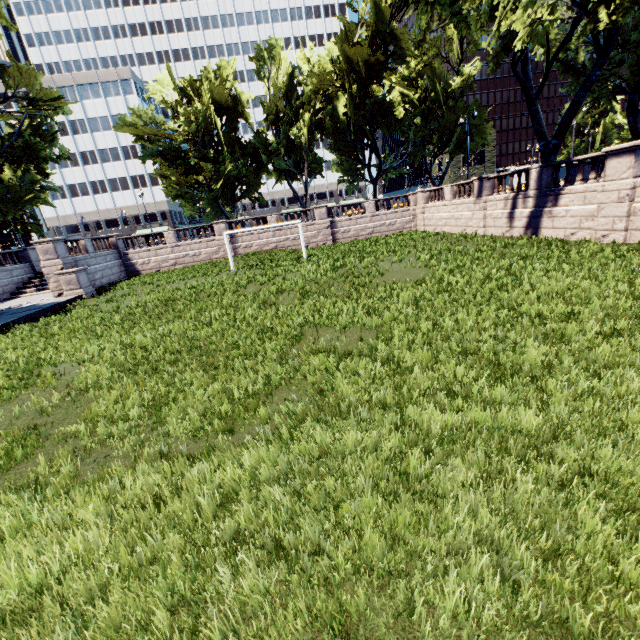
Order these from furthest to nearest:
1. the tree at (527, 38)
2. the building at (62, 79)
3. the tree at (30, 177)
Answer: the building at (62, 79)
the tree at (30, 177)
the tree at (527, 38)

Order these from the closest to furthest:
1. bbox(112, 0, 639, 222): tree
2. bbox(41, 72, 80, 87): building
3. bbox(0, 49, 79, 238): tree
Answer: bbox(112, 0, 639, 222): tree
bbox(0, 49, 79, 238): tree
bbox(41, 72, 80, 87): building

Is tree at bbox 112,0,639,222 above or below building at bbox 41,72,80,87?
below

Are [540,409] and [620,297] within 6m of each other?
yes

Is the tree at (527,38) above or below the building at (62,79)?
below

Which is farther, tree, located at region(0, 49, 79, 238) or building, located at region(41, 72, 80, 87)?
building, located at region(41, 72, 80, 87)

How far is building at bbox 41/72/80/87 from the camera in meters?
59.5 m
